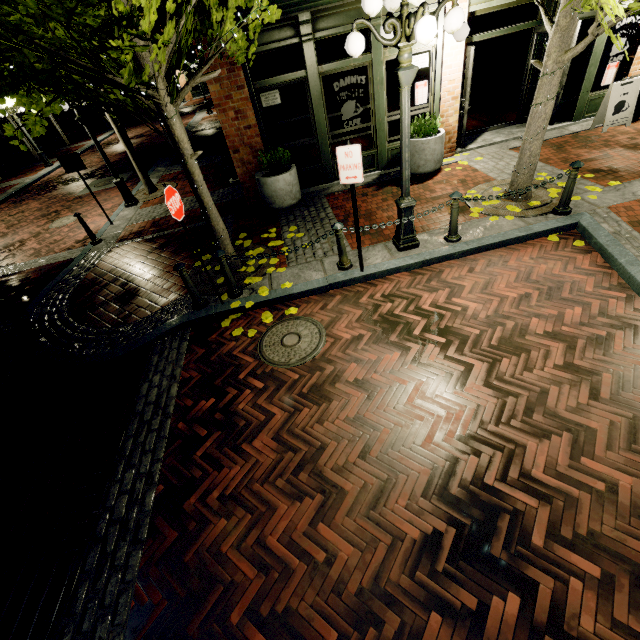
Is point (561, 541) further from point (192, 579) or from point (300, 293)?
point (300, 293)

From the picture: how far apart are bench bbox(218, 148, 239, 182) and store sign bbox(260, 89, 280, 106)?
3.09m

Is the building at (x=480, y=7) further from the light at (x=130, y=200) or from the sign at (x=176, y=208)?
the sign at (x=176, y=208)

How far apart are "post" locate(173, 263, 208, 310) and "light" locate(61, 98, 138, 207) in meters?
7.3

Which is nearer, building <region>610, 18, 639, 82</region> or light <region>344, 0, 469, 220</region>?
light <region>344, 0, 469, 220</region>

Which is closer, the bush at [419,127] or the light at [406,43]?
the light at [406,43]

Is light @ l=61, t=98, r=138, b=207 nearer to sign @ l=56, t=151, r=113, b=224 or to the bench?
sign @ l=56, t=151, r=113, b=224

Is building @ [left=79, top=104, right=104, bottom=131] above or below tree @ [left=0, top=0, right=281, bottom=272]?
below
